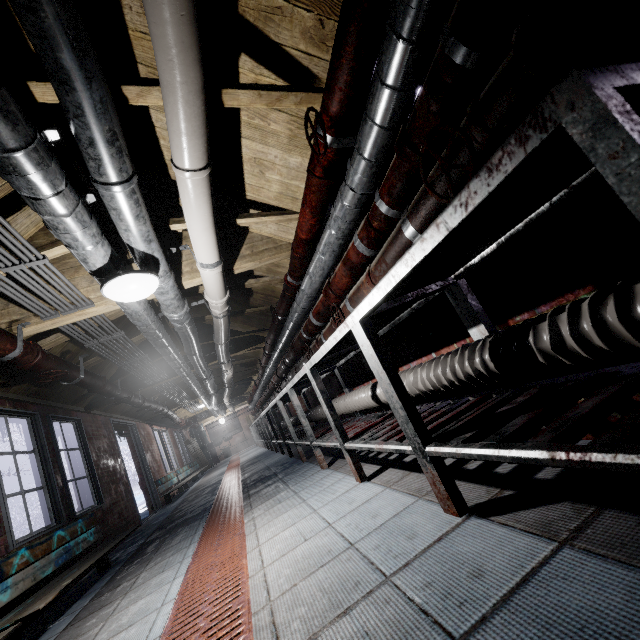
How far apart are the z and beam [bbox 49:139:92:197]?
0.5 meters

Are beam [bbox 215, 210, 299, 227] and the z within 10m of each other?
yes

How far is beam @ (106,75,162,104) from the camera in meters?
1.5 m

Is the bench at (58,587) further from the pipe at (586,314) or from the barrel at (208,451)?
the barrel at (208,451)

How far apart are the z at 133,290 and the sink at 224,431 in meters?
16.0 m

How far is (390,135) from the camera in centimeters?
143cm

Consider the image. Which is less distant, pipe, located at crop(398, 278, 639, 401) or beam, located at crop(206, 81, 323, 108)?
pipe, located at crop(398, 278, 639, 401)

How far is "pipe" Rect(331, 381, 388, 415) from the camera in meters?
2.3 m
